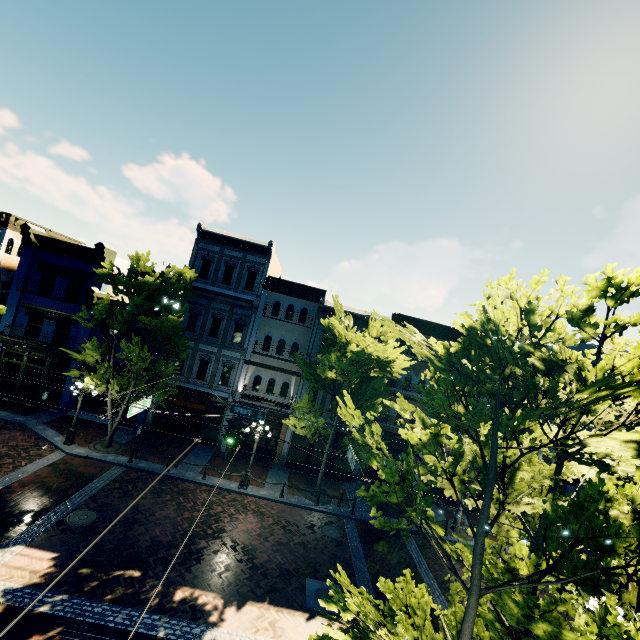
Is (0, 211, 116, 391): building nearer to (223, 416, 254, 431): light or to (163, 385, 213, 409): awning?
Answer: (163, 385, 213, 409): awning

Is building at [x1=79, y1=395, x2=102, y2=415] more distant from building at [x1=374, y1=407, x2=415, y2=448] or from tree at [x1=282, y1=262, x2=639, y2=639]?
building at [x1=374, y1=407, x2=415, y2=448]

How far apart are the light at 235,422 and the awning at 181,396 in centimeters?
785cm

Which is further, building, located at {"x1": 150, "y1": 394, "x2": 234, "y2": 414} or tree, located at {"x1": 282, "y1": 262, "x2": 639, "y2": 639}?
building, located at {"x1": 150, "y1": 394, "x2": 234, "y2": 414}

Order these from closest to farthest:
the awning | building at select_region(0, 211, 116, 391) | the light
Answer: the light
the awning
building at select_region(0, 211, 116, 391)

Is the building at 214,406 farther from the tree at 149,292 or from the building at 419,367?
the building at 419,367

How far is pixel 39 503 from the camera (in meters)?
12.72

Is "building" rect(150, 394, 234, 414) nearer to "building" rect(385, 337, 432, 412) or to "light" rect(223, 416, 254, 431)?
"building" rect(385, 337, 432, 412)
